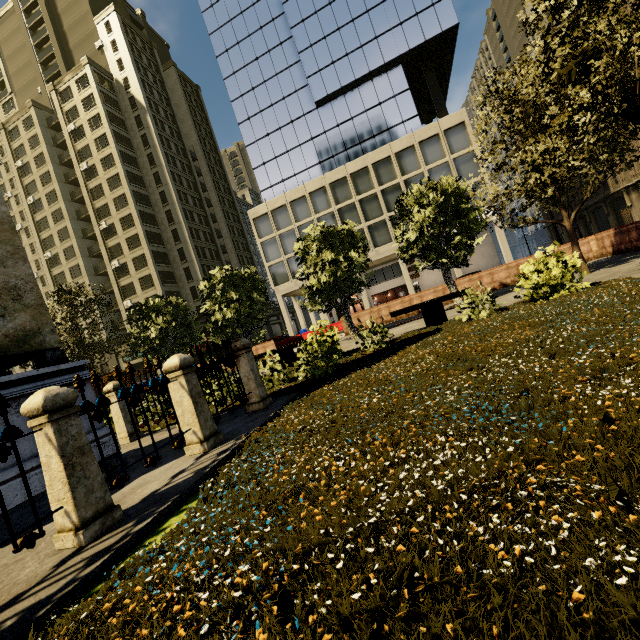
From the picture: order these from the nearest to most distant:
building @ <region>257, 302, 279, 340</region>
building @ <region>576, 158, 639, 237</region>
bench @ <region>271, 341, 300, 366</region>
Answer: bench @ <region>271, 341, 300, 366</region>, building @ <region>576, 158, 639, 237</region>, building @ <region>257, 302, 279, 340</region>

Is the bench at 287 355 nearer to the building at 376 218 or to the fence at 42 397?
the fence at 42 397

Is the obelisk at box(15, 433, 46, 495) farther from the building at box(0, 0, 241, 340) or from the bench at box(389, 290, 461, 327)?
the building at box(0, 0, 241, 340)

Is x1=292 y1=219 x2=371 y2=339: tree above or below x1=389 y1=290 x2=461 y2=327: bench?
above

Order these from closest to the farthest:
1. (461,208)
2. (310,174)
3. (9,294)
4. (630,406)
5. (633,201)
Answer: (630,406)
(9,294)
(461,208)
(310,174)
(633,201)

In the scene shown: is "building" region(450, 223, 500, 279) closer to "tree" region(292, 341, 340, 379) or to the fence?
"tree" region(292, 341, 340, 379)

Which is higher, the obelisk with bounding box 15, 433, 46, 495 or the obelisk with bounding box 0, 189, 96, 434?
the obelisk with bounding box 0, 189, 96, 434

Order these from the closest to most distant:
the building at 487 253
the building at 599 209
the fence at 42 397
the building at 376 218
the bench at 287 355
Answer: the fence at 42 397 → the bench at 287 355 → the building at 376 218 → the building at 487 253 → the building at 599 209
